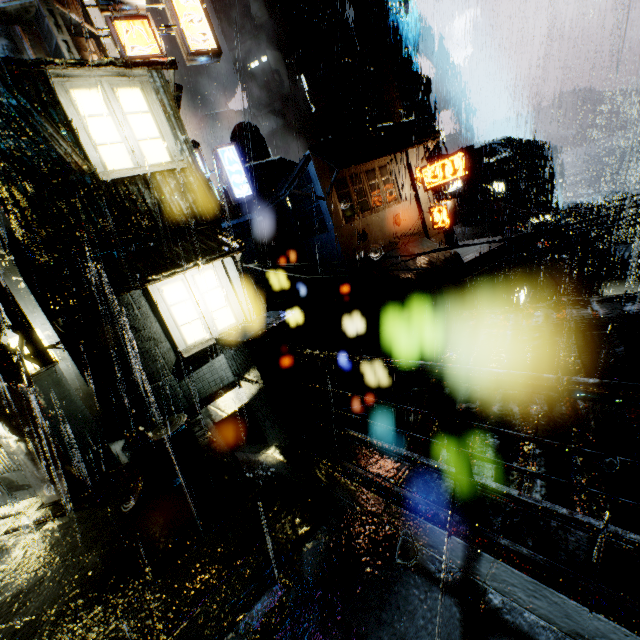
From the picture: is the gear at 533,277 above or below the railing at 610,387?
below

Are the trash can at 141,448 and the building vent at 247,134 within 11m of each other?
no

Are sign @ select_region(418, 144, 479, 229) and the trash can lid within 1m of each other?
no

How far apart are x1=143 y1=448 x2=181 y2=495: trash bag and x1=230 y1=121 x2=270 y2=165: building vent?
34.17m

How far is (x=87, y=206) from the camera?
8.8m

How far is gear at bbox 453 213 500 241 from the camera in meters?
34.4 m

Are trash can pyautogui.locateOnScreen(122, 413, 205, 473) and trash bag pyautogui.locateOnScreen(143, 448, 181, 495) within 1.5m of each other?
yes

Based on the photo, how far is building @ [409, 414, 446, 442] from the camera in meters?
4.5 m
